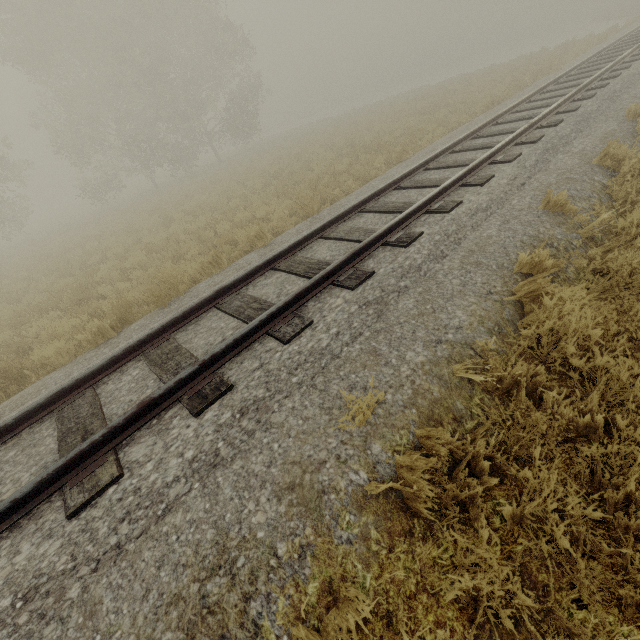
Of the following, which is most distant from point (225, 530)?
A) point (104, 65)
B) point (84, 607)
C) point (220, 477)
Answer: point (104, 65)
